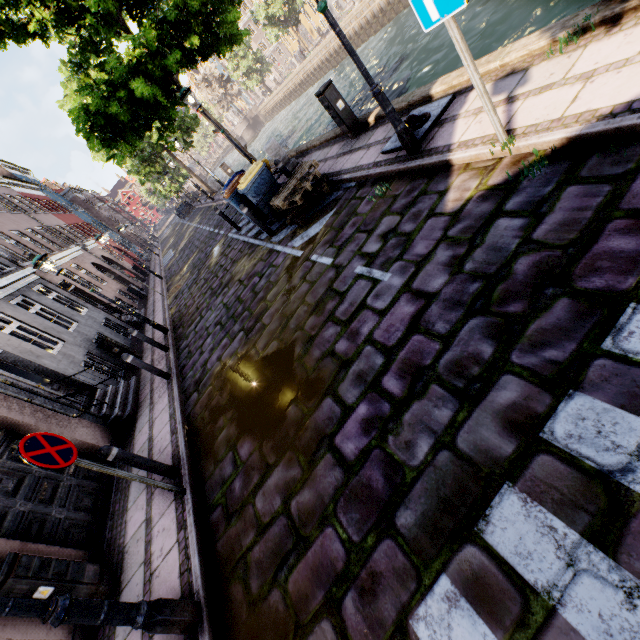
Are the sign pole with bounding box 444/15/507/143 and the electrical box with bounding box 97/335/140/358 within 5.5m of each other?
no

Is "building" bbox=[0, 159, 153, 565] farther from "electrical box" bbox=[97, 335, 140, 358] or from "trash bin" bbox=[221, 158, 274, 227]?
"trash bin" bbox=[221, 158, 274, 227]

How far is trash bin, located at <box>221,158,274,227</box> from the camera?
7.9m

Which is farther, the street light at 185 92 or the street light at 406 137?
the street light at 185 92

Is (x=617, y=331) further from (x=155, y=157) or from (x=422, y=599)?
(x=155, y=157)

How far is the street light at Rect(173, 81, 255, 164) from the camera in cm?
912

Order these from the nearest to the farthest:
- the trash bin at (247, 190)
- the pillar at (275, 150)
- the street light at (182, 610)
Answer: the street light at (182, 610) < the trash bin at (247, 190) < the pillar at (275, 150)

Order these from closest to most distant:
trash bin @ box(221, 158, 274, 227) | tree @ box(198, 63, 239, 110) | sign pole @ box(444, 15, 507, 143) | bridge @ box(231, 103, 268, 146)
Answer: sign pole @ box(444, 15, 507, 143), trash bin @ box(221, 158, 274, 227), bridge @ box(231, 103, 268, 146), tree @ box(198, 63, 239, 110)
